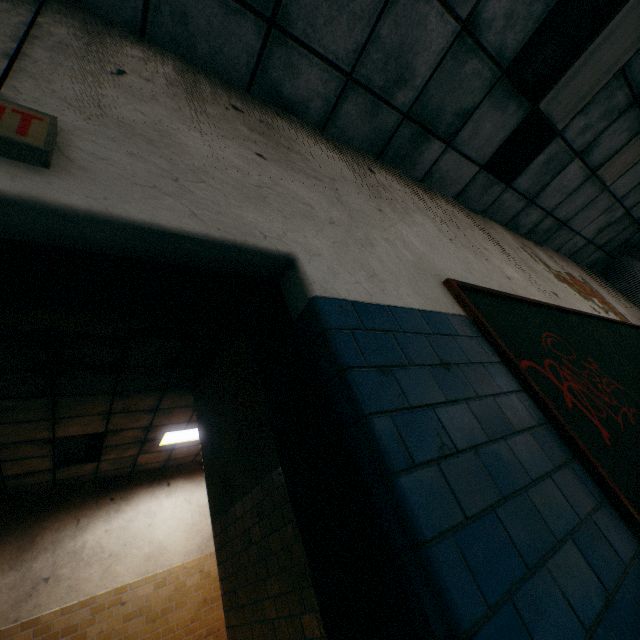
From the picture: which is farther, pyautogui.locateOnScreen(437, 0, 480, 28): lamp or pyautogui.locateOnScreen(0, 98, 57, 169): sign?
pyautogui.locateOnScreen(437, 0, 480, 28): lamp

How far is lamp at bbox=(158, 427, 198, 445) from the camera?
6.3m

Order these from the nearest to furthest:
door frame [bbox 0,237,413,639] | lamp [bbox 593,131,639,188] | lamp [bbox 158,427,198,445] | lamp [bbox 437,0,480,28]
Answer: door frame [bbox 0,237,413,639]
lamp [bbox 437,0,480,28]
lamp [bbox 593,131,639,188]
lamp [bbox 158,427,198,445]

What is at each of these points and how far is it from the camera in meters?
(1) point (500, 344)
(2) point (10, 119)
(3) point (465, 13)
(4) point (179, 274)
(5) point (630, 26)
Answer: (1) blackboard, 1.5
(2) sign, 0.8
(3) lamp, 2.4
(4) door frame, 1.0
(5) lamp, 2.9

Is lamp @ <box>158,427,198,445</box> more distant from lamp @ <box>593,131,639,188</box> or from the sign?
lamp @ <box>593,131,639,188</box>

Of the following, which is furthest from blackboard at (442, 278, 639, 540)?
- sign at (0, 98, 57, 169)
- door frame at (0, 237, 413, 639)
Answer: sign at (0, 98, 57, 169)

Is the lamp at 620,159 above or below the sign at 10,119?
above

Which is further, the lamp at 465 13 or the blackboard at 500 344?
the lamp at 465 13
